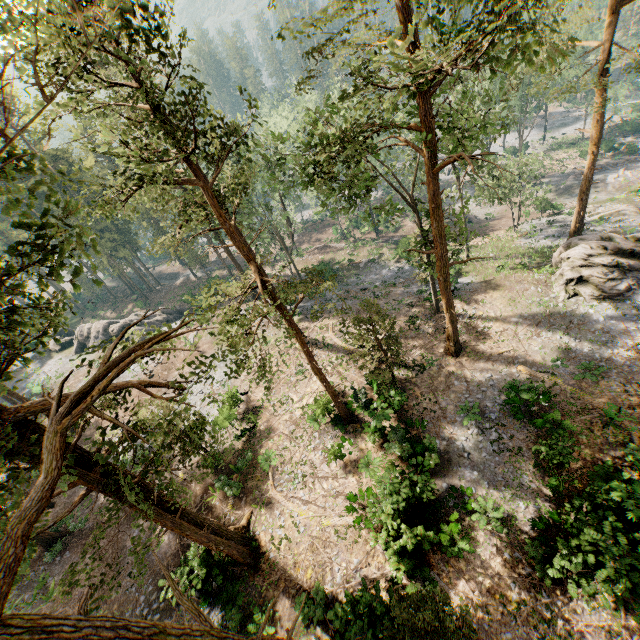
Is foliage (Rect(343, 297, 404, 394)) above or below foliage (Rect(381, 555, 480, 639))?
above

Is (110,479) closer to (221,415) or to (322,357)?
(221,415)

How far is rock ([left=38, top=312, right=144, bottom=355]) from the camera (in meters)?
42.31

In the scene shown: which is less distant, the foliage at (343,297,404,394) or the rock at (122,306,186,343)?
the foliage at (343,297,404,394)

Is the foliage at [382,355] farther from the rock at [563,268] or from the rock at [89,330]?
the rock at [89,330]

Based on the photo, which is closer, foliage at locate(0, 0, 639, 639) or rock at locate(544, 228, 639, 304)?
foliage at locate(0, 0, 639, 639)
